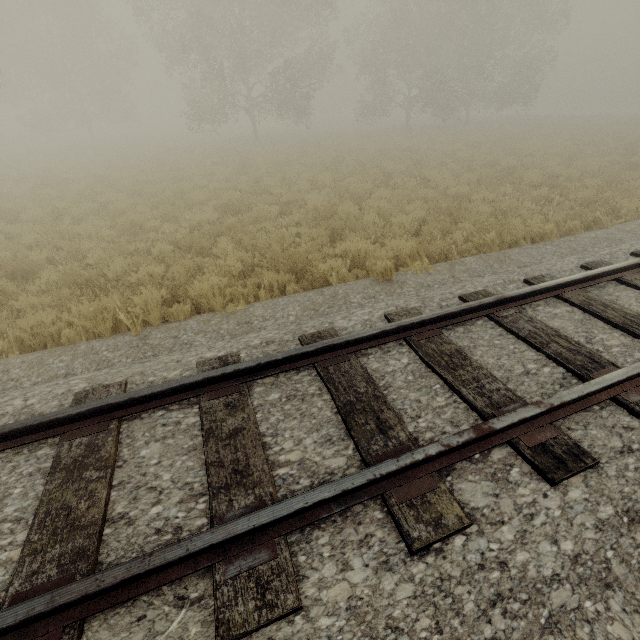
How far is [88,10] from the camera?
28.6m
